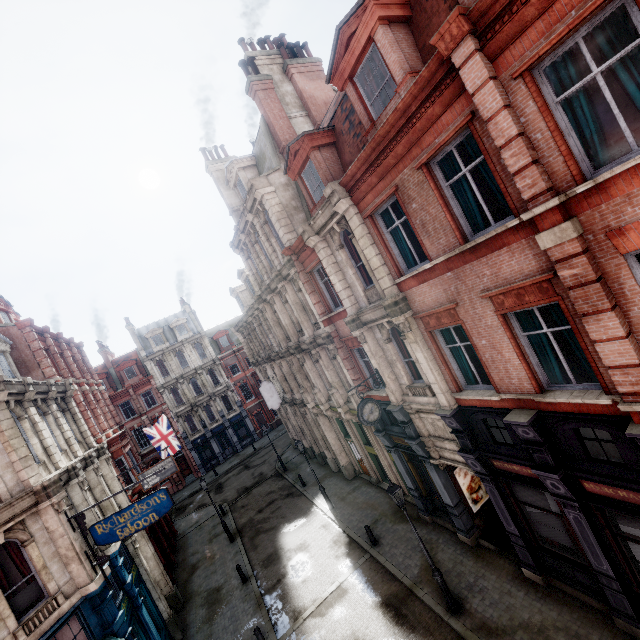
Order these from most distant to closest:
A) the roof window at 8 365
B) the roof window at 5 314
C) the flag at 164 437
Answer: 1. the flag at 164 437
2. the roof window at 5 314
3. the roof window at 8 365

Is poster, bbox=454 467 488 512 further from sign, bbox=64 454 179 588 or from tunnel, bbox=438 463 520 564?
sign, bbox=64 454 179 588

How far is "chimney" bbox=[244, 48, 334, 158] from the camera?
15.77m

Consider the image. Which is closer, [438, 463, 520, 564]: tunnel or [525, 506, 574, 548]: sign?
[525, 506, 574, 548]: sign

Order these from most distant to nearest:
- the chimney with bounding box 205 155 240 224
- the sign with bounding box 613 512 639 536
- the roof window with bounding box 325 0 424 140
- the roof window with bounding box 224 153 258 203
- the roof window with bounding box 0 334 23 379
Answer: the chimney with bounding box 205 155 240 224
the roof window with bounding box 224 153 258 203
the roof window with bounding box 0 334 23 379
the roof window with bounding box 325 0 424 140
the sign with bounding box 613 512 639 536

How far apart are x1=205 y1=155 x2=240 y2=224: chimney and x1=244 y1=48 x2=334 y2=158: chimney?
6.2m

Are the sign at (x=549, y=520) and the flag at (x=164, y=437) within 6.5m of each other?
no

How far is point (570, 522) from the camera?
8.3m
